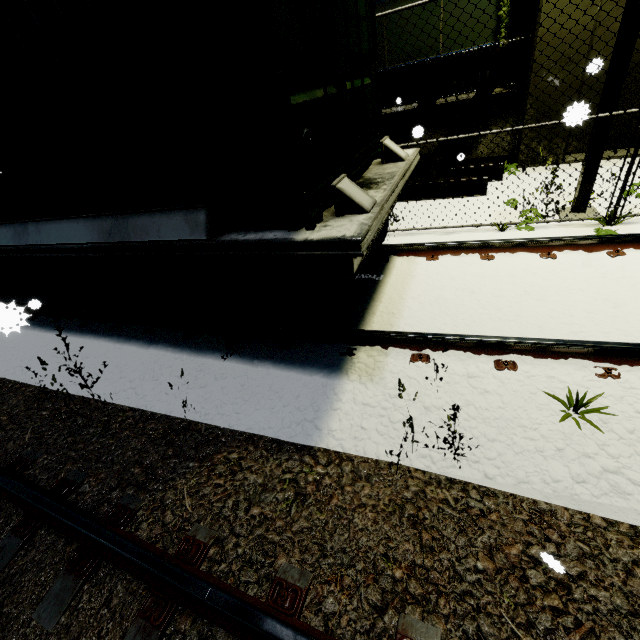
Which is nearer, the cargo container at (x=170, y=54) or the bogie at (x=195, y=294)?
the cargo container at (x=170, y=54)

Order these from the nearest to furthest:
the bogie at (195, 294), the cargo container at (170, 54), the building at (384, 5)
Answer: the cargo container at (170, 54), the bogie at (195, 294), the building at (384, 5)

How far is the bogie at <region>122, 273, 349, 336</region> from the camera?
3.0 meters

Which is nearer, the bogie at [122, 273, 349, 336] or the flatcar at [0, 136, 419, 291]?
the flatcar at [0, 136, 419, 291]

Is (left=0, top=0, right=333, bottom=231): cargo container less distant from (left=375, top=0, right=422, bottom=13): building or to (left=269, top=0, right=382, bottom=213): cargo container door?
(left=269, top=0, right=382, bottom=213): cargo container door

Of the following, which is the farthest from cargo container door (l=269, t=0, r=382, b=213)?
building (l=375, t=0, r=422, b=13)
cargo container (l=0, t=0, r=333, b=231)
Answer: building (l=375, t=0, r=422, b=13)

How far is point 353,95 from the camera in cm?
307

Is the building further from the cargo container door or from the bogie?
the bogie
